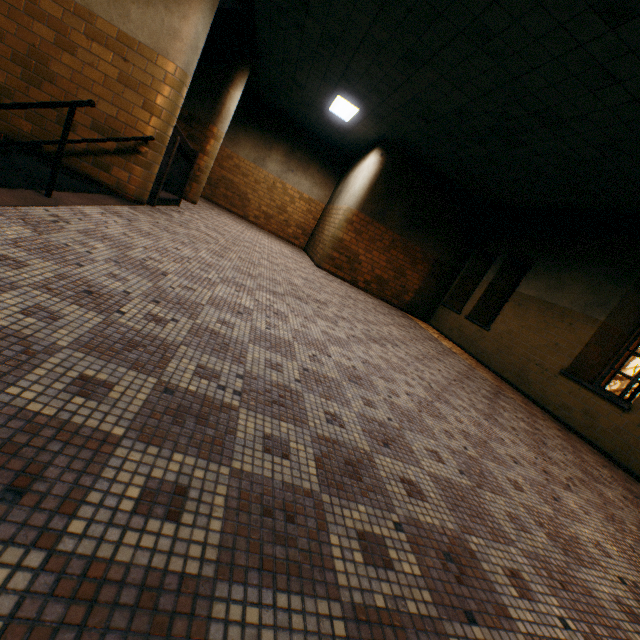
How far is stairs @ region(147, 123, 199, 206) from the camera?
5.19m

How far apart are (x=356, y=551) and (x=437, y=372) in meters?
3.8 m

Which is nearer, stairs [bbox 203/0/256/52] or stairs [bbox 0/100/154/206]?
stairs [bbox 0/100/154/206]

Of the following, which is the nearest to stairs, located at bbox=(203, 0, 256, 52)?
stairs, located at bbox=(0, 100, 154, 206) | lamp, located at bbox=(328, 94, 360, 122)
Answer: stairs, located at bbox=(0, 100, 154, 206)

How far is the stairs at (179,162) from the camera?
5.2m

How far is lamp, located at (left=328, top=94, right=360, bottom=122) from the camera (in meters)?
7.89

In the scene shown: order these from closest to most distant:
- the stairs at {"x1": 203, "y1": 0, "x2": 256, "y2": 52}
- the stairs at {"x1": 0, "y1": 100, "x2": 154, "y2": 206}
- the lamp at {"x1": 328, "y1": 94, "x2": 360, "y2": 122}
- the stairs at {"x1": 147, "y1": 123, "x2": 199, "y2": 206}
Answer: the stairs at {"x1": 0, "y1": 100, "x2": 154, "y2": 206}, the stairs at {"x1": 147, "y1": 123, "x2": 199, "y2": 206}, the stairs at {"x1": 203, "y1": 0, "x2": 256, "y2": 52}, the lamp at {"x1": 328, "y1": 94, "x2": 360, "y2": 122}

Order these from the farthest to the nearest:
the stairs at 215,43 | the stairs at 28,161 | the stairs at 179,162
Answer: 1. the stairs at 215,43
2. the stairs at 179,162
3. the stairs at 28,161
